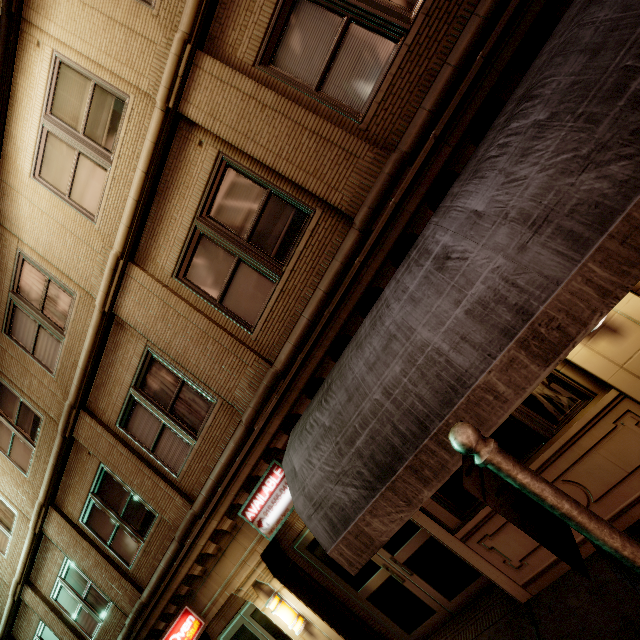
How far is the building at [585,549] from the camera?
4.05m

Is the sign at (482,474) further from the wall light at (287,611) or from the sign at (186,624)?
the sign at (186,624)

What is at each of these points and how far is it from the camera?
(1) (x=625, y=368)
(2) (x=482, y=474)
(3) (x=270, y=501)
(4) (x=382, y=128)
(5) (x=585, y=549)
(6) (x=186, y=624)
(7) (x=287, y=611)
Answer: (1) building, 3.6 meters
(2) sign, 1.7 meters
(3) sign, 5.5 meters
(4) building, 4.0 meters
(5) building, 4.1 meters
(6) sign, 6.6 meters
(7) wall light, 5.9 meters

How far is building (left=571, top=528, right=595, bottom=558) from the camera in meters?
4.0 m

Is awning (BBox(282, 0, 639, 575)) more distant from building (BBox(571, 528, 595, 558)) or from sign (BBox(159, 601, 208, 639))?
sign (BBox(159, 601, 208, 639))

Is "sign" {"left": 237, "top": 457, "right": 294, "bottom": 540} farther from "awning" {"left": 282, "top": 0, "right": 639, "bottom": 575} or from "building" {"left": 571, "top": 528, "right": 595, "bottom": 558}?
"awning" {"left": 282, "top": 0, "right": 639, "bottom": 575}

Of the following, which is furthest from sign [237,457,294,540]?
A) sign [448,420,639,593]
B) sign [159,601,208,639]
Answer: sign [448,420,639,593]

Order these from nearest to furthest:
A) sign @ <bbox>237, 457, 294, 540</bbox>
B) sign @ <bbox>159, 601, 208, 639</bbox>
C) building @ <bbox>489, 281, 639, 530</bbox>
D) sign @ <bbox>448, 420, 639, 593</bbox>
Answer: sign @ <bbox>448, 420, 639, 593</bbox> → building @ <bbox>489, 281, 639, 530</bbox> → sign @ <bbox>237, 457, 294, 540</bbox> → sign @ <bbox>159, 601, 208, 639</bbox>
